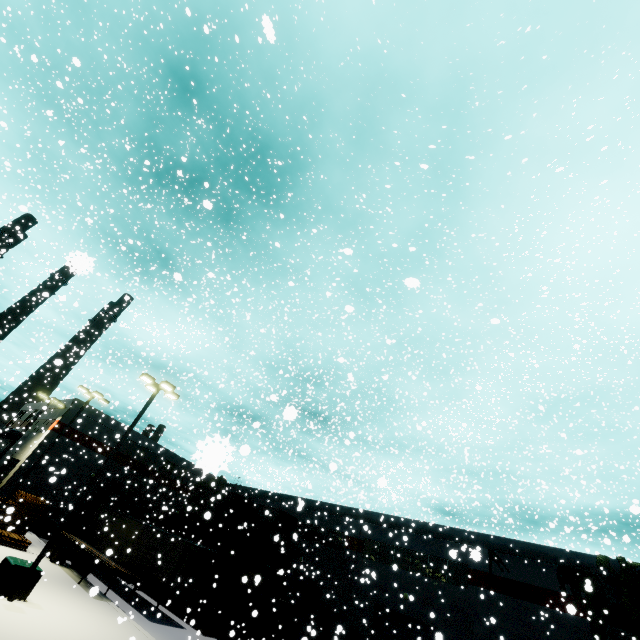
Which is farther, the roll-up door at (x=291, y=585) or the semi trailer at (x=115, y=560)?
the roll-up door at (x=291, y=585)

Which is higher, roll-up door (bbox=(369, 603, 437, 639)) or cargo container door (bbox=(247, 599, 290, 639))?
roll-up door (bbox=(369, 603, 437, 639))

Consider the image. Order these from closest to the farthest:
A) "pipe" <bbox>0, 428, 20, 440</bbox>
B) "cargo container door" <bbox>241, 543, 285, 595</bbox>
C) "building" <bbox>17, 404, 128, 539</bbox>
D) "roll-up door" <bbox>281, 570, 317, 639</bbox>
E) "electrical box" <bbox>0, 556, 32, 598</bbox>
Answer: "electrical box" <bbox>0, 556, 32, 598</bbox> → "cargo container door" <bbox>241, 543, 285, 595</bbox> → "roll-up door" <bbox>281, 570, 317, 639</bbox> → "building" <bbox>17, 404, 128, 539</bbox> → "pipe" <bbox>0, 428, 20, 440</bbox>

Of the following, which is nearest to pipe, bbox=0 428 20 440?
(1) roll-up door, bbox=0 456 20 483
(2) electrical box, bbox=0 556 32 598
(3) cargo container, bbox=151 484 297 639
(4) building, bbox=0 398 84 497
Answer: (4) building, bbox=0 398 84 497

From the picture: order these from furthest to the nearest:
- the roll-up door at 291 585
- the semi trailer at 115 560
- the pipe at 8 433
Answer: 1. the pipe at 8 433
2. the roll-up door at 291 585
3. the semi trailer at 115 560

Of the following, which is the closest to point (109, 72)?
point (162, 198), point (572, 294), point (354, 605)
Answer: point (162, 198)

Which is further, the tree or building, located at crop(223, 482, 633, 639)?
building, located at crop(223, 482, 633, 639)

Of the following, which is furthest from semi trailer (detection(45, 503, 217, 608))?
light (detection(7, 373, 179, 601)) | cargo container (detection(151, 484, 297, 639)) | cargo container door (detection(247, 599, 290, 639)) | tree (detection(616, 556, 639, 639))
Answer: tree (detection(616, 556, 639, 639))
